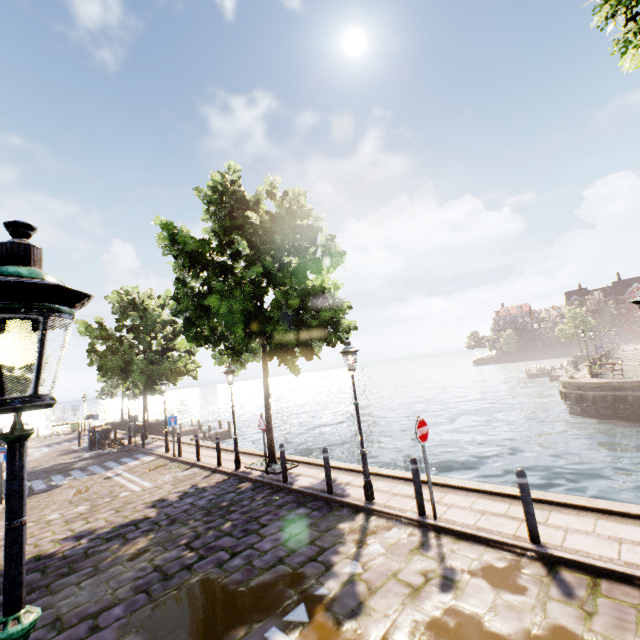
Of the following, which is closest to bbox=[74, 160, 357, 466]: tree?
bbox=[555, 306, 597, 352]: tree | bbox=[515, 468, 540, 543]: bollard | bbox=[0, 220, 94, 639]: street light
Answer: bbox=[515, 468, 540, 543]: bollard

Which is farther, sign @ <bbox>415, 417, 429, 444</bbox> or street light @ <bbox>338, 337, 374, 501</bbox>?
street light @ <bbox>338, 337, 374, 501</bbox>

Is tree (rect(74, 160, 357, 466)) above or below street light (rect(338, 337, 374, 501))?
above

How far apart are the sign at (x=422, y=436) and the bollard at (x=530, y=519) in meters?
1.6 m

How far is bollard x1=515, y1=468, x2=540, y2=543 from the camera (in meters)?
5.16

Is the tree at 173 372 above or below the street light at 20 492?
above

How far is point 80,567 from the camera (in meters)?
6.43

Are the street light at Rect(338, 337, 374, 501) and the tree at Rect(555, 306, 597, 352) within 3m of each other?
no
